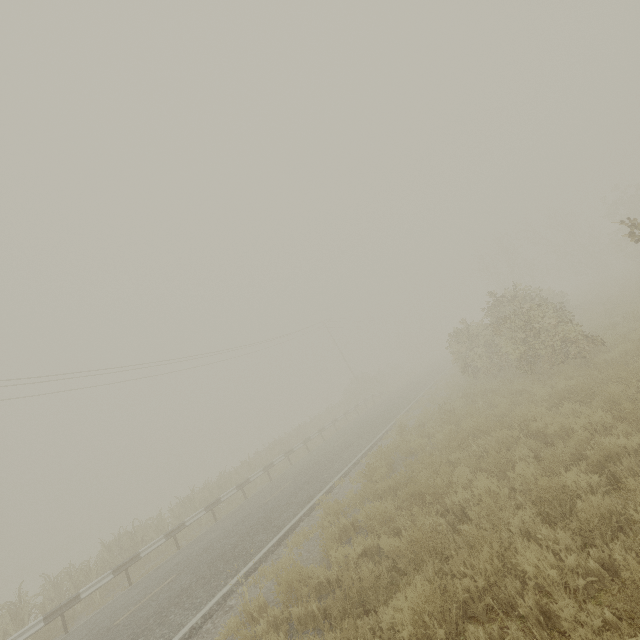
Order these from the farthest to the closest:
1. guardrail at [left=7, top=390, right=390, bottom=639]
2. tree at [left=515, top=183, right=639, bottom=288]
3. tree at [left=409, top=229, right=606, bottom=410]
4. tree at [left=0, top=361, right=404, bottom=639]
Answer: tree at [left=515, top=183, right=639, bottom=288], tree at [left=0, top=361, right=404, bottom=639], tree at [left=409, top=229, right=606, bottom=410], guardrail at [left=7, top=390, right=390, bottom=639]

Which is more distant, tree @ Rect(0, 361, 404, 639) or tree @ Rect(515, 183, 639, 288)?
tree @ Rect(515, 183, 639, 288)

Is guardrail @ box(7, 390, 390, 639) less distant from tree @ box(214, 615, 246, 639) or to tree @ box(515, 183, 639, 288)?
tree @ box(214, 615, 246, 639)

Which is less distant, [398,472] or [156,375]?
[398,472]

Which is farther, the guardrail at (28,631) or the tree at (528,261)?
the tree at (528,261)

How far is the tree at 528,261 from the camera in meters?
10.8 m

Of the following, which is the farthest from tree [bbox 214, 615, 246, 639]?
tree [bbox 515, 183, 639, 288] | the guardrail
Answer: tree [bbox 515, 183, 639, 288]
